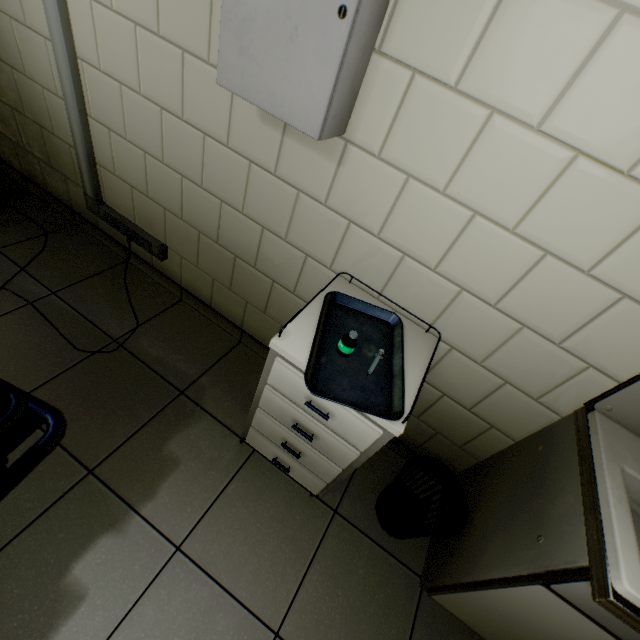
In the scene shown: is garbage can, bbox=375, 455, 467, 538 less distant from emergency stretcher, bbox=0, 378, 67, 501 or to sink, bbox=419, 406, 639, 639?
sink, bbox=419, 406, 639, 639

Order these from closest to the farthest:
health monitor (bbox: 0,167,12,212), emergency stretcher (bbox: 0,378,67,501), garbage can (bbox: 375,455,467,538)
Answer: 1. emergency stretcher (bbox: 0,378,67,501)
2. garbage can (bbox: 375,455,467,538)
3. health monitor (bbox: 0,167,12,212)

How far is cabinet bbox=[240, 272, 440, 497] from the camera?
1.1m

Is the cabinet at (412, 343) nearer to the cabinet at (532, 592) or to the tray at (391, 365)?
the tray at (391, 365)

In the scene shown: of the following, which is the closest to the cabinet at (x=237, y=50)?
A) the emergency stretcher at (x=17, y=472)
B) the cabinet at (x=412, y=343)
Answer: the cabinet at (x=412, y=343)

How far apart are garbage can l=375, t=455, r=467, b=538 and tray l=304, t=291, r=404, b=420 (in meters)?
0.61

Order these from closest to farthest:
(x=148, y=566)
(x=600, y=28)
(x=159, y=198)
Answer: (x=600, y=28) < (x=148, y=566) < (x=159, y=198)

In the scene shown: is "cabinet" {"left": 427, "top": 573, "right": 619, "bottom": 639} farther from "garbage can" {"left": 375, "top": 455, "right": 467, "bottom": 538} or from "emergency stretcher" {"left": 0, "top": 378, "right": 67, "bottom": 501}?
"emergency stretcher" {"left": 0, "top": 378, "right": 67, "bottom": 501}
